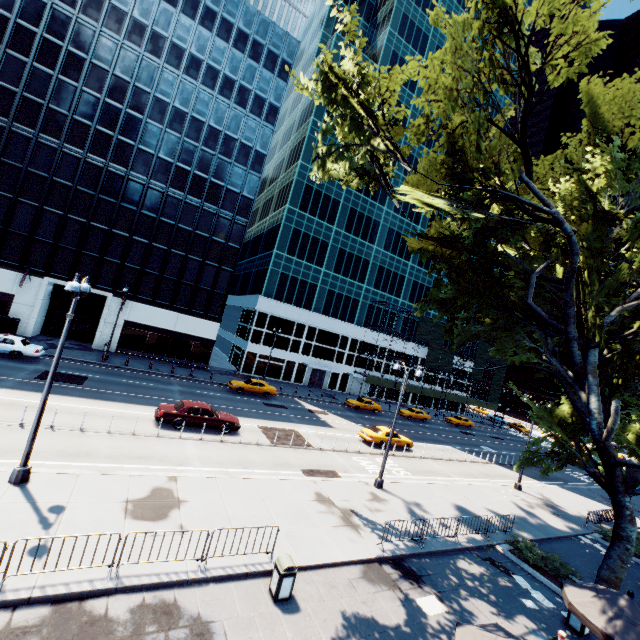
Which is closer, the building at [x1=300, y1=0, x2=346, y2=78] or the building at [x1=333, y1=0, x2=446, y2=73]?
the building at [x1=300, y1=0, x2=346, y2=78]

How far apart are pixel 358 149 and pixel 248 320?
32.7 meters

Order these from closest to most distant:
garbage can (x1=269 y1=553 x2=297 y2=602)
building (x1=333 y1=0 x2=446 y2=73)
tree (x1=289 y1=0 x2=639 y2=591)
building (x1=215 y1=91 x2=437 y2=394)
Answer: garbage can (x1=269 y1=553 x2=297 y2=602), tree (x1=289 y1=0 x2=639 y2=591), building (x1=215 y1=91 x2=437 y2=394), building (x1=333 y1=0 x2=446 y2=73)

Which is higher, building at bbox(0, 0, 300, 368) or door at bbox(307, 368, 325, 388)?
building at bbox(0, 0, 300, 368)

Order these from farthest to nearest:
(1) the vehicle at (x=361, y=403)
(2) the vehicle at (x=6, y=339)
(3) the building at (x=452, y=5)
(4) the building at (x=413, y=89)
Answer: (3) the building at (x=452, y=5) → (4) the building at (x=413, y=89) → (1) the vehicle at (x=361, y=403) → (2) the vehicle at (x=6, y=339)

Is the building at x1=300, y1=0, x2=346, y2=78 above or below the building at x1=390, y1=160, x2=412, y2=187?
above

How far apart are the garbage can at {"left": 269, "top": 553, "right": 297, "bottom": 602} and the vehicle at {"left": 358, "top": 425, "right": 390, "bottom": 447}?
17.72m

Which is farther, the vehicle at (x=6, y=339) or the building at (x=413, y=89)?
the building at (x=413, y=89)
